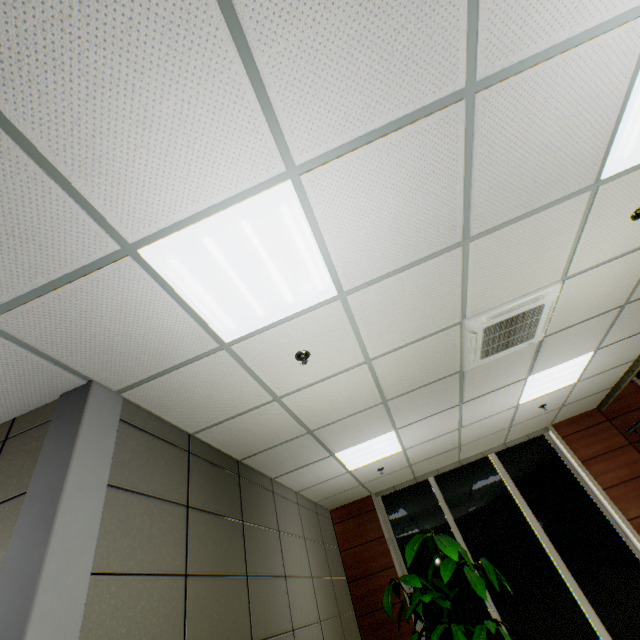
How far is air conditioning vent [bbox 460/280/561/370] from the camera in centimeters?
308cm

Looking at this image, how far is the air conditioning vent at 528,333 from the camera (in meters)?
3.08

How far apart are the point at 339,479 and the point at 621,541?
4.9 meters
